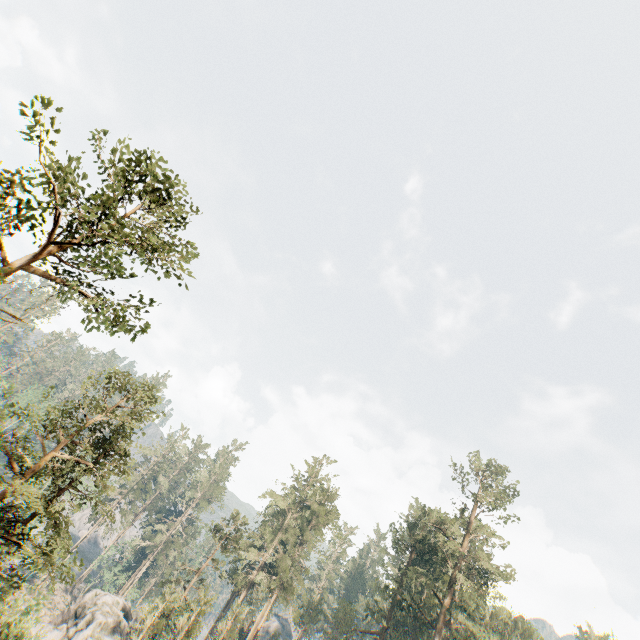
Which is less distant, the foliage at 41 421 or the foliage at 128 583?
the foliage at 41 421

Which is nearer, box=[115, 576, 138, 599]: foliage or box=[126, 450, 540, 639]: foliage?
box=[126, 450, 540, 639]: foliage

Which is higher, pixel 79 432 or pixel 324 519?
pixel 324 519

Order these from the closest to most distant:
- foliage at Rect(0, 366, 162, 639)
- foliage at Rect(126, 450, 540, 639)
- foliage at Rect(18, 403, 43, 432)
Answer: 1. foliage at Rect(0, 366, 162, 639)
2. foliage at Rect(18, 403, 43, 432)
3. foliage at Rect(126, 450, 540, 639)

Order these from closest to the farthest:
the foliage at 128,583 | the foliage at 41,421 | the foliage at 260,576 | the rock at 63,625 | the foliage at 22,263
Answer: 1. the foliage at 22,263
2. the foliage at 41,421
3. the rock at 63,625
4. the foliage at 260,576
5. the foliage at 128,583

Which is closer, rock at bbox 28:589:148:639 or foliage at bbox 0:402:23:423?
foliage at bbox 0:402:23:423
